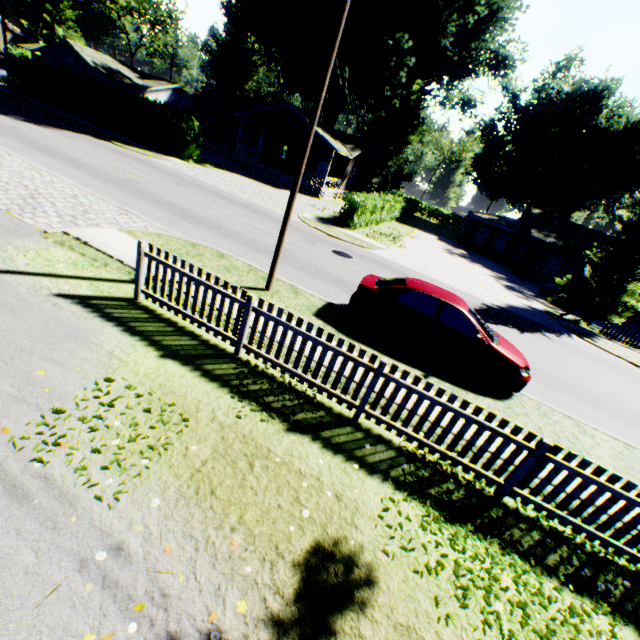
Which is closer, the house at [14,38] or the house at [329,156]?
the house at [329,156]

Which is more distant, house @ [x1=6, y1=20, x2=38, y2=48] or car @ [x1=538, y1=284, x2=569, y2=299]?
house @ [x1=6, y1=20, x2=38, y2=48]

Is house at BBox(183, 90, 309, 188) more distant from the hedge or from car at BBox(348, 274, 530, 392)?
car at BBox(348, 274, 530, 392)

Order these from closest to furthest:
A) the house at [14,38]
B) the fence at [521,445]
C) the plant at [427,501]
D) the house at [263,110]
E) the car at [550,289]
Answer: the plant at [427,501] < the fence at [521,445] < the car at [550,289] < the house at [263,110] < the house at [14,38]

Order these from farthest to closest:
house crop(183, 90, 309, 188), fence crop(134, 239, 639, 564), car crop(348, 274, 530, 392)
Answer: house crop(183, 90, 309, 188), car crop(348, 274, 530, 392), fence crop(134, 239, 639, 564)

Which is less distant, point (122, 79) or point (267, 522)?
point (267, 522)

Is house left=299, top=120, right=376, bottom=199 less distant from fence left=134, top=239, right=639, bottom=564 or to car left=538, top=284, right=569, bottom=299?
car left=538, top=284, right=569, bottom=299

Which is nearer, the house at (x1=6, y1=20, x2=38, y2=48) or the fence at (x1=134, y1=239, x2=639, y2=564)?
the fence at (x1=134, y1=239, x2=639, y2=564)
